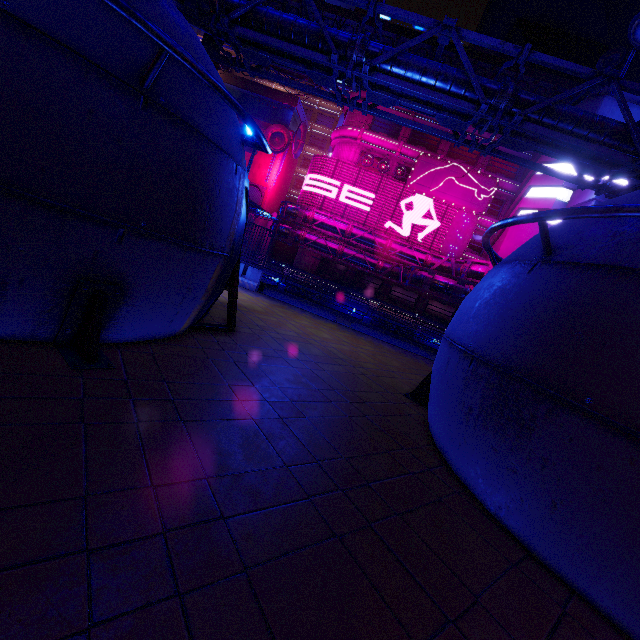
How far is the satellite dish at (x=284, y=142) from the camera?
46.94m

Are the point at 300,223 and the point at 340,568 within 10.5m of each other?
no

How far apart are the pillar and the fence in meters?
Answer: 29.8 m

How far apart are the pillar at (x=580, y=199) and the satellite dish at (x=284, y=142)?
36.2 meters

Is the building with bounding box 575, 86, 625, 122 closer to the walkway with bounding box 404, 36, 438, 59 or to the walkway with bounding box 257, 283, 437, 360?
the walkway with bounding box 404, 36, 438, 59

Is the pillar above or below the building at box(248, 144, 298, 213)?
above

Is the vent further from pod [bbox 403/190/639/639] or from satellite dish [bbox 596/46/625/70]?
pod [bbox 403/190/639/639]

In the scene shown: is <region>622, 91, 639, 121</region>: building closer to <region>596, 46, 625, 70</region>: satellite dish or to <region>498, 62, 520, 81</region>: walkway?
<region>498, 62, 520, 81</region>: walkway
